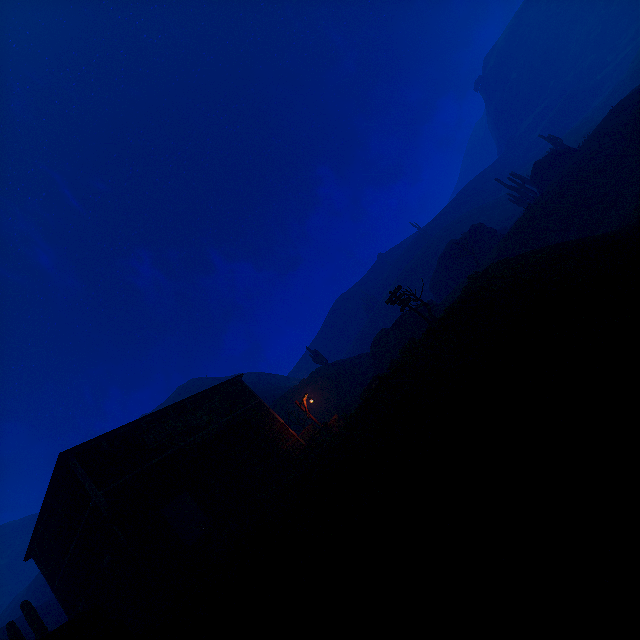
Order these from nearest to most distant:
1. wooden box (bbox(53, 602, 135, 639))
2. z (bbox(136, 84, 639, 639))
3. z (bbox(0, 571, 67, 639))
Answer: z (bbox(136, 84, 639, 639)) → wooden box (bbox(53, 602, 135, 639)) → z (bbox(0, 571, 67, 639))

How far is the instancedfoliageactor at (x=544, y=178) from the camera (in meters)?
38.00

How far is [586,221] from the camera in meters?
27.0 m

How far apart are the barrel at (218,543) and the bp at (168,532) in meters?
1.0 m

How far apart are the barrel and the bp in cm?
98

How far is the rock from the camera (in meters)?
32.25

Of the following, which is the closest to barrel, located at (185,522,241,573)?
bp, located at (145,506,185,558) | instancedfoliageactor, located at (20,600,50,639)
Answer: bp, located at (145,506,185,558)

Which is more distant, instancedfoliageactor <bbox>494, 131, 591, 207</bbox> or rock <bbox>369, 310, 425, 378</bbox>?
instancedfoliageactor <bbox>494, 131, 591, 207</bbox>
